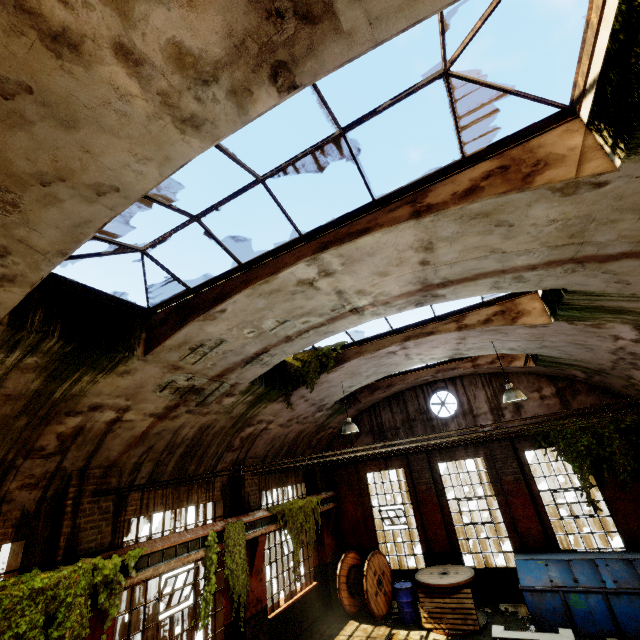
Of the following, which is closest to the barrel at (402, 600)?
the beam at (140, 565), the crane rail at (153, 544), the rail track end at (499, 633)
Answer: the rail track end at (499, 633)

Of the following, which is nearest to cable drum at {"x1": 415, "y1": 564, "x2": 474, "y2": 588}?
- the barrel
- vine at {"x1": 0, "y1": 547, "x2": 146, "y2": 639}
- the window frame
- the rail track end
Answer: the barrel

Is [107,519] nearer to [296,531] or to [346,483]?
[296,531]

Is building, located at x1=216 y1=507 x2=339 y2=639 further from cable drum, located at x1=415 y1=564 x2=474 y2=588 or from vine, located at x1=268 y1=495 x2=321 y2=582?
cable drum, located at x1=415 y1=564 x2=474 y2=588

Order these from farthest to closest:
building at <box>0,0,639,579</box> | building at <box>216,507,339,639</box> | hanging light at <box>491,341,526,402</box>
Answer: building at <box>216,507,339,639</box>, hanging light at <box>491,341,526,402</box>, building at <box>0,0,639,579</box>

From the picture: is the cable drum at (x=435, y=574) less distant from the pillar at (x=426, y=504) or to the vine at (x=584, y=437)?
the pillar at (x=426, y=504)

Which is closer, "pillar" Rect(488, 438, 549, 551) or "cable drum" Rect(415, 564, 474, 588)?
"cable drum" Rect(415, 564, 474, 588)

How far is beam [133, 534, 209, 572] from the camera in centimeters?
676cm
